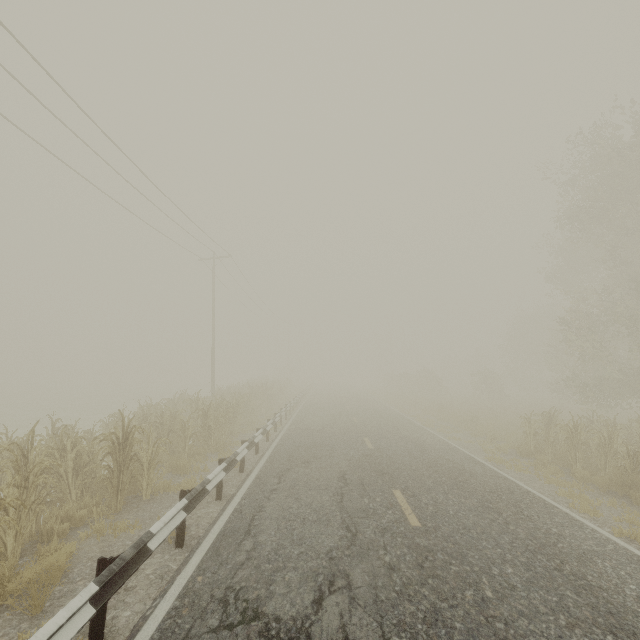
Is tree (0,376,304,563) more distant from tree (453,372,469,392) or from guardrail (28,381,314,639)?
tree (453,372,469,392)

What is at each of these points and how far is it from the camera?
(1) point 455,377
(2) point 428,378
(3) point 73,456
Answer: (1) tree, 58.94m
(2) tree, 39.44m
(3) tree, 7.22m

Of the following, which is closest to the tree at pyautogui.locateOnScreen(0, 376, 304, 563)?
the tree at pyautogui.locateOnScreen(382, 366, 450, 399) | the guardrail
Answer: the guardrail

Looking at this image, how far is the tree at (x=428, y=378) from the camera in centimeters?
3825cm

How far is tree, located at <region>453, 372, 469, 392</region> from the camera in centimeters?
5335cm

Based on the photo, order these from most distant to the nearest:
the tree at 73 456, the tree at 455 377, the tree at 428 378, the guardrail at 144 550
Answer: the tree at 455 377
the tree at 428 378
the tree at 73 456
the guardrail at 144 550
